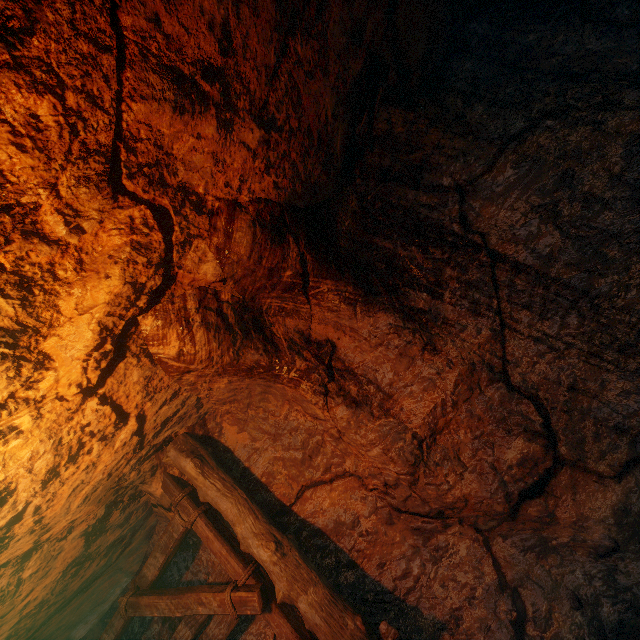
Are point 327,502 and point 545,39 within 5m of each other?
no
